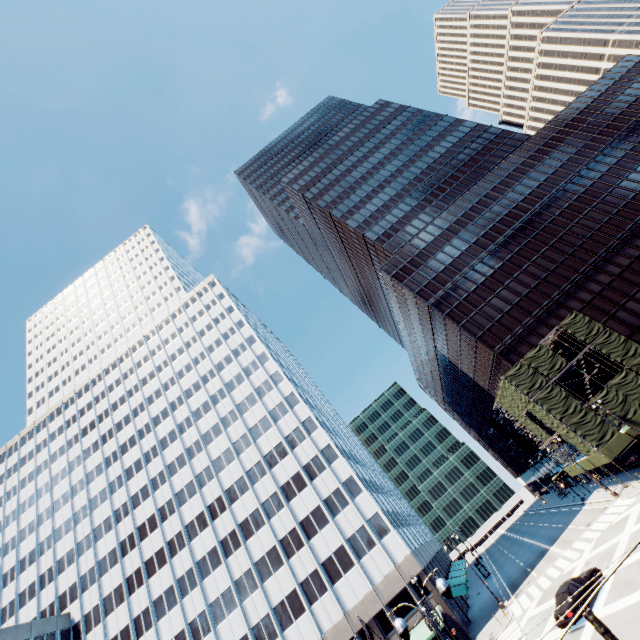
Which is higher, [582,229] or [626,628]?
[582,229]

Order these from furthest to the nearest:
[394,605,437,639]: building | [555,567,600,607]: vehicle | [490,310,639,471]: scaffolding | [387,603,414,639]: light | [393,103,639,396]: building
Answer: [393,103,639,396]: building → [490,310,639,471]: scaffolding → [394,605,437,639]: building → [555,567,600,607]: vehicle → [387,603,414,639]: light

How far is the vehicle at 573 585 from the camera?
21.4 meters

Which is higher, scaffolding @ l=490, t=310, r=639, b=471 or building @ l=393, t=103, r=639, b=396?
building @ l=393, t=103, r=639, b=396

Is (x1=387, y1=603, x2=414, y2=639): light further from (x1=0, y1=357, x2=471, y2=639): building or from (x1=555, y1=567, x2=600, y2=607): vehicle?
(x1=0, y1=357, x2=471, y2=639): building

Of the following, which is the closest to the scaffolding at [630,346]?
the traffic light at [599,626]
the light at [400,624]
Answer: the light at [400,624]

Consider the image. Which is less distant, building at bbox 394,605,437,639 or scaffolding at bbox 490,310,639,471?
building at bbox 394,605,437,639

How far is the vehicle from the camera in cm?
2139
